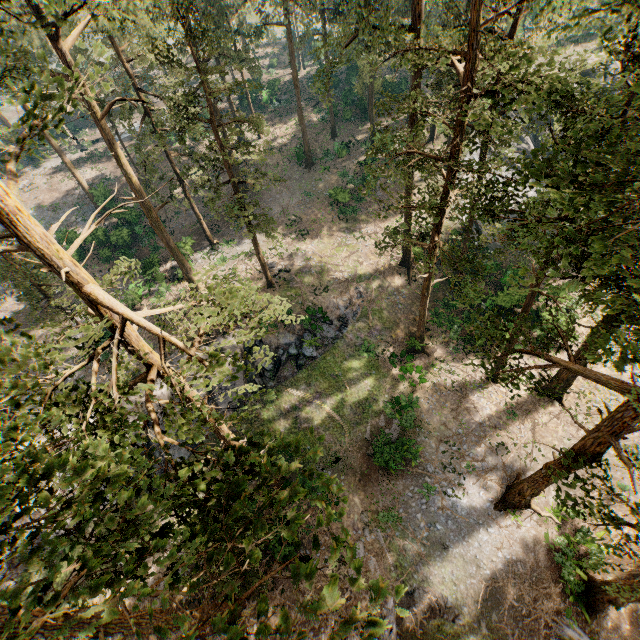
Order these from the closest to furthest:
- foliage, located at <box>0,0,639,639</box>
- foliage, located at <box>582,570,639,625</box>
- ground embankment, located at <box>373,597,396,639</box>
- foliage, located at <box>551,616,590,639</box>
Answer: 1. foliage, located at <box>0,0,639,639</box>
2. foliage, located at <box>582,570,639,625</box>
3. foliage, located at <box>551,616,590,639</box>
4. ground embankment, located at <box>373,597,396,639</box>

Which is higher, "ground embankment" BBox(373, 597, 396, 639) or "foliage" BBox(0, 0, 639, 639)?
"foliage" BBox(0, 0, 639, 639)

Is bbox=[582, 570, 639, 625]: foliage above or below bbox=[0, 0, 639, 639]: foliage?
below

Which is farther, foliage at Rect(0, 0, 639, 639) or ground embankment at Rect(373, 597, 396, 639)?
ground embankment at Rect(373, 597, 396, 639)

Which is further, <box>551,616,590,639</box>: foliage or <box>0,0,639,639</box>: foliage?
<box>551,616,590,639</box>: foliage

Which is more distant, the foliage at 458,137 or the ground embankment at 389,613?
the ground embankment at 389,613

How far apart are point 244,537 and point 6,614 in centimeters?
548cm
